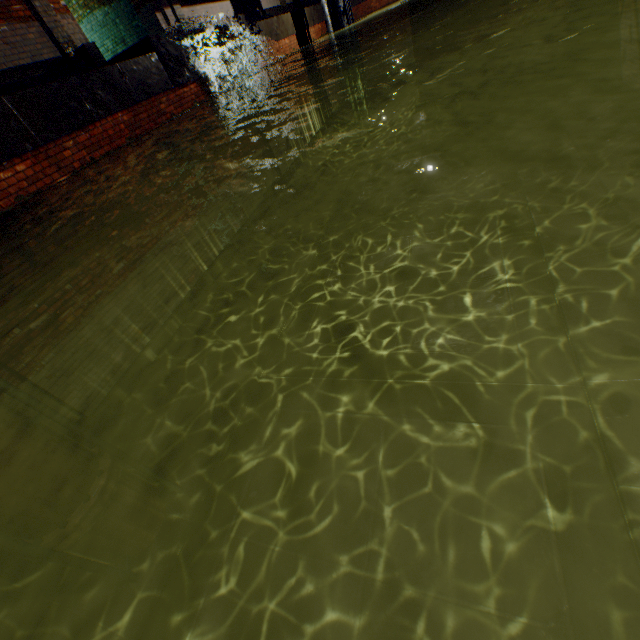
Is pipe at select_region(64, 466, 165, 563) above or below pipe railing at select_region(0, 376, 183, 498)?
below

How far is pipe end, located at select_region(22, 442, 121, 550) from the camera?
3.5m

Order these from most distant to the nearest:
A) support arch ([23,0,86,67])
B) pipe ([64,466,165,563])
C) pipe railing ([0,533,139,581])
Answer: support arch ([23,0,86,67])
pipe ([64,466,165,563])
pipe railing ([0,533,139,581])

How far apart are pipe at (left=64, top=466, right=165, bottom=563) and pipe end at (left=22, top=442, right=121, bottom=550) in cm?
6

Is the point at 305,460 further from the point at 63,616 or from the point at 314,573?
the point at 63,616

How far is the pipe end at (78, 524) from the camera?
3.5 meters

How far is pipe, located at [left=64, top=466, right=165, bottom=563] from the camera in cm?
389

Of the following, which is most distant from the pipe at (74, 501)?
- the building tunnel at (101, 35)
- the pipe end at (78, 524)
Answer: the building tunnel at (101, 35)
